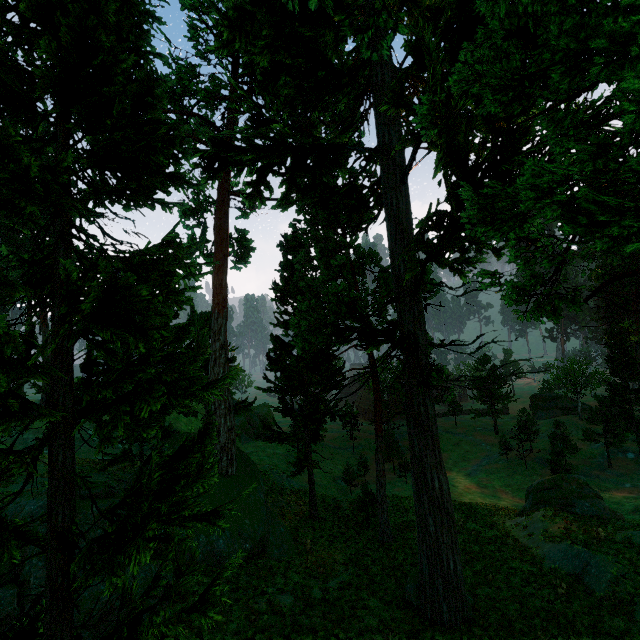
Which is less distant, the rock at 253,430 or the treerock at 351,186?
the treerock at 351,186

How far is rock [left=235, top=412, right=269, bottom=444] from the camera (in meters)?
49.75

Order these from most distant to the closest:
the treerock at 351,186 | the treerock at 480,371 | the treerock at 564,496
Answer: the treerock at 480,371, the treerock at 564,496, the treerock at 351,186

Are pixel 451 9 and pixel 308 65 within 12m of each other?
yes

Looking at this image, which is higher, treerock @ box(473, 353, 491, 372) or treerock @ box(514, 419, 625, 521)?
treerock @ box(473, 353, 491, 372)

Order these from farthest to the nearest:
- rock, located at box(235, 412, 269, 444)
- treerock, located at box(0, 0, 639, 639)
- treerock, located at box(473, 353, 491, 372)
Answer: treerock, located at box(473, 353, 491, 372) < rock, located at box(235, 412, 269, 444) < treerock, located at box(0, 0, 639, 639)

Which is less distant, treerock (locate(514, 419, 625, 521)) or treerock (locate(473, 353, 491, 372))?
treerock (locate(514, 419, 625, 521))

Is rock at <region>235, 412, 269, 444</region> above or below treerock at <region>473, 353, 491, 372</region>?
below
